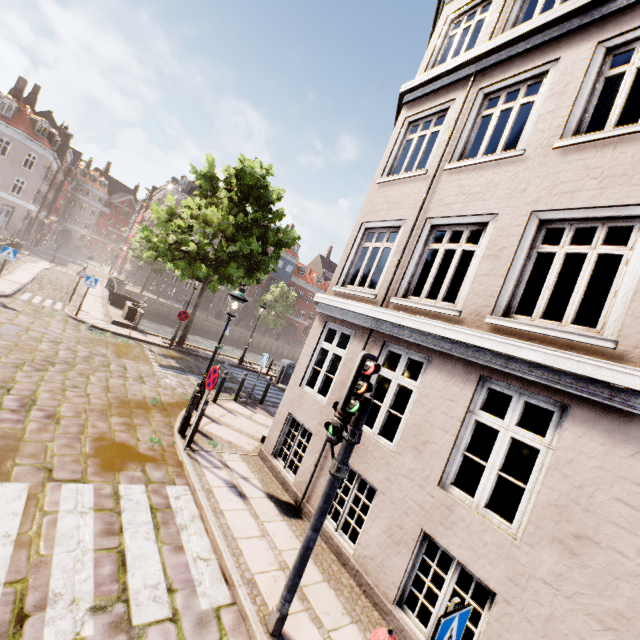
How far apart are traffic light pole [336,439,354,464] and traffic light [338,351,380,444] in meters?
0.0

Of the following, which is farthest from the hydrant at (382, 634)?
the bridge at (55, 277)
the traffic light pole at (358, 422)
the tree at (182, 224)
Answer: the bridge at (55, 277)

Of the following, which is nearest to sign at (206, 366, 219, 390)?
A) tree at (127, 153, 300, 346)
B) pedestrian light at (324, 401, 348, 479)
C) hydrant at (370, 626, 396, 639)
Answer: pedestrian light at (324, 401, 348, 479)

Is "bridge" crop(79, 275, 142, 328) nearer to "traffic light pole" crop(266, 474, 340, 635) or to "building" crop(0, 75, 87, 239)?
"building" crop(0, 75, 87, 239)

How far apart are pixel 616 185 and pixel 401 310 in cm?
353

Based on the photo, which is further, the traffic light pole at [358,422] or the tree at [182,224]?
the tree at [182,224]

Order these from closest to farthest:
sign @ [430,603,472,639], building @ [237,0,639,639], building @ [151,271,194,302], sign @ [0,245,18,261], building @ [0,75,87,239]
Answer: sign @ [430,603,472,639], building @ [237,0,639,639], sign @ [0,245,18,261], building @ [0,75,87,239], building @ [151,271,194,302]

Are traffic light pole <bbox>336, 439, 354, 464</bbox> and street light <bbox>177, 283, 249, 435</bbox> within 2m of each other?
no
